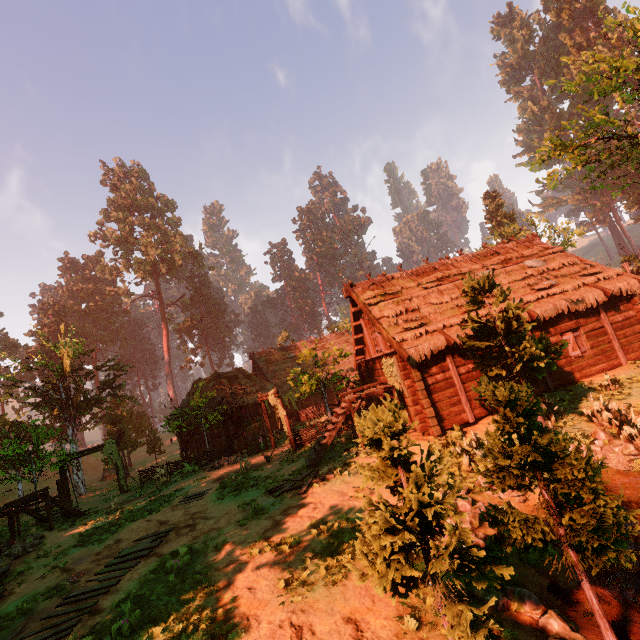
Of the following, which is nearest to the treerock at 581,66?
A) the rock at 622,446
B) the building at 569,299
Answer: the building at 569,299

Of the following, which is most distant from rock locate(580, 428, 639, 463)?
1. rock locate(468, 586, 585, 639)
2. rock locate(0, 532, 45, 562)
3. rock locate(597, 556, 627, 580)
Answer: rock locate(0, 532, 45, 562)

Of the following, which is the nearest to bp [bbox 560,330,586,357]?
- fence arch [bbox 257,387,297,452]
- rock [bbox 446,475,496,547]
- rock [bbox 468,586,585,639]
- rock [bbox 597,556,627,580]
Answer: rock [bbox 597,556,627,580]

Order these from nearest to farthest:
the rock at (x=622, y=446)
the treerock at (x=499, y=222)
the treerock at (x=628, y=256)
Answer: the rock at (x=622, y=446), the treerock at (x=628, y=256), the treerock at (x=499, y=222)

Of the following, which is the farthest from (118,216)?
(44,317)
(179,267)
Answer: (44,317)

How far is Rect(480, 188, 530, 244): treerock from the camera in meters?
38.4 m

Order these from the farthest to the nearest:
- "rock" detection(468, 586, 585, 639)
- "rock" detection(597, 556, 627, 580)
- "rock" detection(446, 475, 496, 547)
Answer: "rock" detection(446, 475, 496, 547) < "rock" detection(597, 556, 627, 580) < "rock" detection(468, 586, 585, 639)

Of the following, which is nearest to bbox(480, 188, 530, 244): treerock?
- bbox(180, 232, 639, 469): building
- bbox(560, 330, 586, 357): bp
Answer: bbox(180, 232, 639, 469): building
